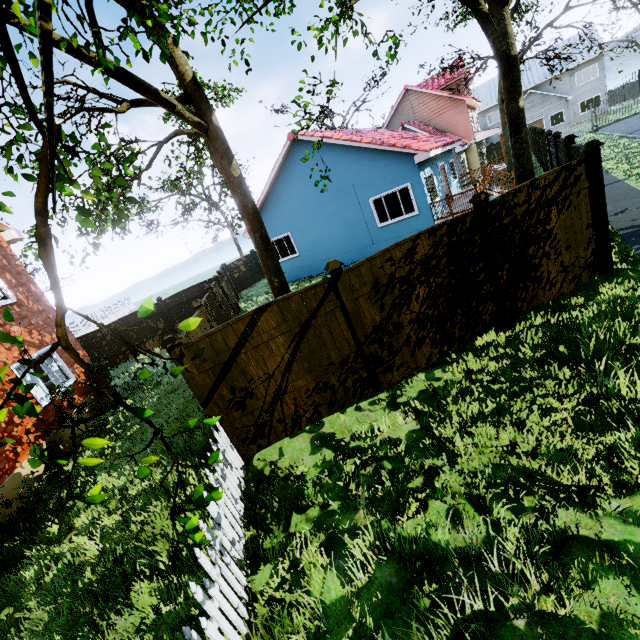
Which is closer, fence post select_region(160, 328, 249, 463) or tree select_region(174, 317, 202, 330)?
tree select_region(174, 317, 202, 330)

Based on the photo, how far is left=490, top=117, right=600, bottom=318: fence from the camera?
5.82m

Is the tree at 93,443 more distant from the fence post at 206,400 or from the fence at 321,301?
the fence post at 206,400

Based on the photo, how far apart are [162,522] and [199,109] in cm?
809

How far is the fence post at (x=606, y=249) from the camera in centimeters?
582cm

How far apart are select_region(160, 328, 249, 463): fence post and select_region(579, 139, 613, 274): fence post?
7.73m
